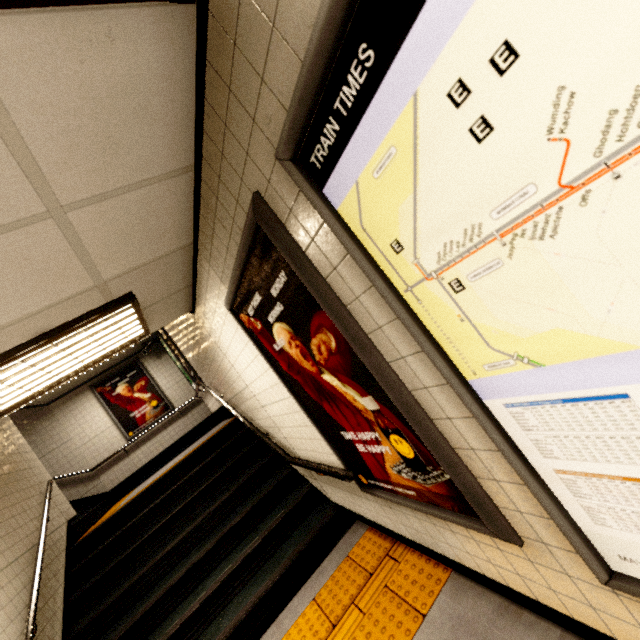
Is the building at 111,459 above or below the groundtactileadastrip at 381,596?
above

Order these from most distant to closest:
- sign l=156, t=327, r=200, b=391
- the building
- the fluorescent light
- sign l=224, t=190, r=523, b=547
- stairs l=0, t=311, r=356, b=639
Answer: the building → sign l=156, t=327, r=200, b=391 → stairs l=0, t=311, r=356, b=639 → the fluorescent light → sign l=224, t=190, r=523, b=547

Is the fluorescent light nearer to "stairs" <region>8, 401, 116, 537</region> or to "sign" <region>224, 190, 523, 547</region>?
"sign" <region>224, 190, 523, 547</region>

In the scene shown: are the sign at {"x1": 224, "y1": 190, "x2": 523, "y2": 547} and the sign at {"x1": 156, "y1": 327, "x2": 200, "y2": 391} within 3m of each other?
no

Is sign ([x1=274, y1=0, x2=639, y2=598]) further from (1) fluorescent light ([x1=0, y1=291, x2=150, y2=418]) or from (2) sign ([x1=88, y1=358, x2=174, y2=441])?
(2) sign ([x1=88, y1=358, x2=174, y2=441])

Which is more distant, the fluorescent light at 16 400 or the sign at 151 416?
the sign at 151 416

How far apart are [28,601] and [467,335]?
5.01m

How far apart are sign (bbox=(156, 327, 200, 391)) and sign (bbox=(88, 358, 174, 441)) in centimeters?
174cm
